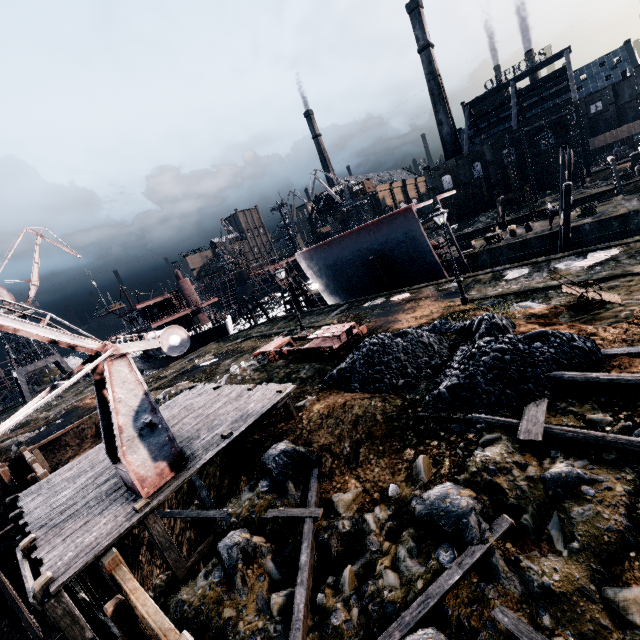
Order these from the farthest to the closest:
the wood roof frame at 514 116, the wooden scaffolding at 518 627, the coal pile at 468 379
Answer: the wood roof frame at 514 116 → the coal pile at 468 379 → the wooden scaffolding at 518 627

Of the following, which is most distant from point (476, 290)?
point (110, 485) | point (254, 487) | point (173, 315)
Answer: point (173, 315)

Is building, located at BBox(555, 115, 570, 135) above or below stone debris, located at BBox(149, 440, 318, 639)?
above

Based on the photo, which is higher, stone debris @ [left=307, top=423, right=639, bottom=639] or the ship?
the ship

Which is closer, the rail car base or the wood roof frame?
the rail car base

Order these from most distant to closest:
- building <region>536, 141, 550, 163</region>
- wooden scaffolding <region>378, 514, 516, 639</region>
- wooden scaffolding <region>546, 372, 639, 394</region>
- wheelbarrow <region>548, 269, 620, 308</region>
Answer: building <region>536, 141, 550, 163</region> < wheelbarrow <region>548, 269, 620, 308</region> < wooden scaffolding <region>546, 372, 639, 394</region> < wooden scaffolding <region>378, 514, 516, 639</region>

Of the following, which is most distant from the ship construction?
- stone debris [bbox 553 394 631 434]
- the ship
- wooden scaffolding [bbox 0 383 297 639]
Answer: stone debris [bbox 553 394 631 434]

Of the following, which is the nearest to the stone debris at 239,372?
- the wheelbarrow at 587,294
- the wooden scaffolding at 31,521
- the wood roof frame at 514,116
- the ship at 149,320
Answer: the wooden scaffolding at 31,521
